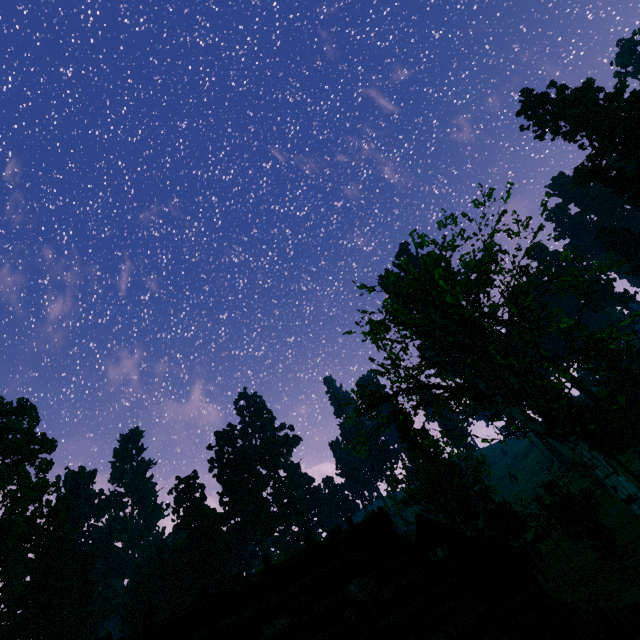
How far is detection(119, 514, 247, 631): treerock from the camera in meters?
51.9

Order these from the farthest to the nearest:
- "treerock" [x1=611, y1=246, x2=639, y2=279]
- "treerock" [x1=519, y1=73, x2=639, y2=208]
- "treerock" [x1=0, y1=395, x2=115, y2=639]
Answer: "treerock" [x1=0, y1=395, x2=115, y2=639] → "treerock" [x1=519, y1=73, x2=639, y2=208] → "treerock" [x1=611, y1=246, x2=639, y2=279]

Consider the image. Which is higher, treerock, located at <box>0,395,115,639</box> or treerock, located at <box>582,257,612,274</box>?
treerock, located at <box>0,395,115,639</box>

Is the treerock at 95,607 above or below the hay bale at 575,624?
above

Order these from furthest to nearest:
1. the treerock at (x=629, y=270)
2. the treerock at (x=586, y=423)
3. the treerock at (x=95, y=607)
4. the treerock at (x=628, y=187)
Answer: the treerock at (x=95, y=607)
the treerock at (x=628, y=187)
the treerock at (x=629, y=270)
the treerock at (x=586, y=423)

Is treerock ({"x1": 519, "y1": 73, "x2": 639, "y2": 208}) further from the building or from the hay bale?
the hay bale

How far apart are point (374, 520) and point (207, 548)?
57.19m

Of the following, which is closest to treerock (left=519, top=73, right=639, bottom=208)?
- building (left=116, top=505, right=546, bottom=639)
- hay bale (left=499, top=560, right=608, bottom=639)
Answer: building (left=116, top=505, right=546, bottom=639)
